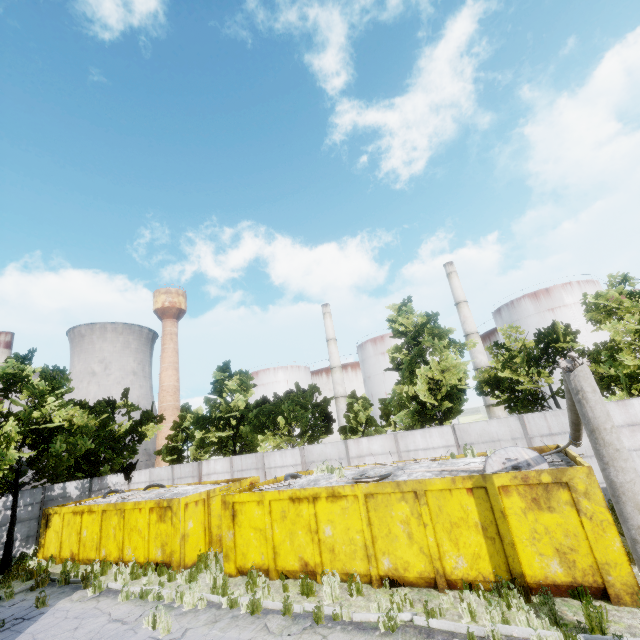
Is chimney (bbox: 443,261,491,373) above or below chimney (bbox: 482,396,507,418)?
above

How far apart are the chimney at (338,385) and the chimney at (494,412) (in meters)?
18.52

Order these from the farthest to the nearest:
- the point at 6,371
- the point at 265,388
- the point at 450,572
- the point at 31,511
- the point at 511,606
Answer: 1. the point at 265,388
2. the point at 31,511
3. the point at 6,371
4. the point at 450,572
5. the point at 511,606

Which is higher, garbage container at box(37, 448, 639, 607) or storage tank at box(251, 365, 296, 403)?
storage tank at box(251, 365, 296, 403)

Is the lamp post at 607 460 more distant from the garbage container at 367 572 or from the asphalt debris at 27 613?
the asphalt debris at 27 613

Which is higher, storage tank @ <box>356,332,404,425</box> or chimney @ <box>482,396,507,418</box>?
storage tank @ <box>356,332,404,425</box>

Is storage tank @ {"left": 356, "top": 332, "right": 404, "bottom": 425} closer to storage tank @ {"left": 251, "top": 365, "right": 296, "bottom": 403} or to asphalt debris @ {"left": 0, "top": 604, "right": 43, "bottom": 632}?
storage tank @ {"left": 251, "top": 365, "right": 296, "bottom": 403}

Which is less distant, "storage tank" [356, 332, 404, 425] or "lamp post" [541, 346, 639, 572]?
"lamp post" [541, 346, 639, 572]
